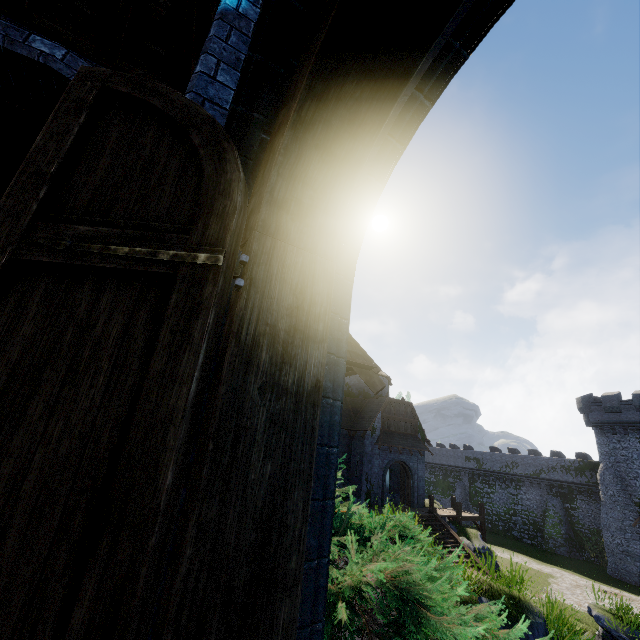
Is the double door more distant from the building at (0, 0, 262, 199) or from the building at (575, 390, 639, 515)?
the building at (575, 390, 639, 515)

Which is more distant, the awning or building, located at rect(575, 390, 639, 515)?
building, located at rect(575, 390, 639, 515)

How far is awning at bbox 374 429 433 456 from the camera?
27.6 meters

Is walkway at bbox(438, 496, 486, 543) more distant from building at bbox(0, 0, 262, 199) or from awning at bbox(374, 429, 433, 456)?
building at bbox(0, 0, 262, 199)

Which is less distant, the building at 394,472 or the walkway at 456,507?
the walkway at 456,507

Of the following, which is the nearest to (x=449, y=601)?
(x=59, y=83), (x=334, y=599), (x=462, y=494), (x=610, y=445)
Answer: (x=334, y=599)

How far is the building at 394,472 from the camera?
31.06m

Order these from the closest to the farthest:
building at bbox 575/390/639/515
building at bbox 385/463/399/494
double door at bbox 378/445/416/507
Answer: double door at bbox 378/445/416/507
building at bbox 385/463/399/494
building at bbox 575/390/639/515
